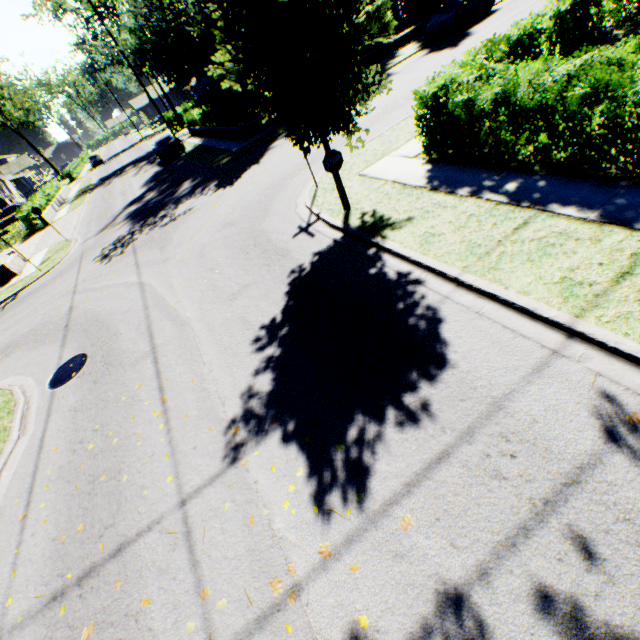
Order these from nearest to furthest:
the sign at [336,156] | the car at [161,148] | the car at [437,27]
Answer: the sign at [336,156]
the car at [437,27]
the car at [161,148]

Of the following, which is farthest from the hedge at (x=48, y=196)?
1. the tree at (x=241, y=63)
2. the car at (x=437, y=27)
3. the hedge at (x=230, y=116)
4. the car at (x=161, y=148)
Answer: the car at (x=437, y=27)

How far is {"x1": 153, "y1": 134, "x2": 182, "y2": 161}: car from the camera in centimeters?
2677cm

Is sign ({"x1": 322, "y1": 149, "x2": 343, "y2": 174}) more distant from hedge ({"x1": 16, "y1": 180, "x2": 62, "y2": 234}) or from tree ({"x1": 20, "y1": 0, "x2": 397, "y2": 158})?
hedge ({"x1": 16, "y1": 180, "x2": 62, "y2": 234})

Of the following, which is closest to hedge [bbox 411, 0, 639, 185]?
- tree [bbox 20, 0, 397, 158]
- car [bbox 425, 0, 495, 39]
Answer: tree [bbox 20, 0, 397, 158]

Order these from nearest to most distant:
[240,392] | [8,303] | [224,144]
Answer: [240,392] < [8,303] < [224,144]

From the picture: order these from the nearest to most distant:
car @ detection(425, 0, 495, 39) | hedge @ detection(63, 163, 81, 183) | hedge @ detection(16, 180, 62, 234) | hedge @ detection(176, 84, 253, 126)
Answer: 1. car @ detection(425, 0, 495, 39)
2. hedge @ detection(176, 84, 253, 126)
3. hedge @ detection(16, 180, 62, 234)
4. hedge @ detection(63, 163, 81, 183)

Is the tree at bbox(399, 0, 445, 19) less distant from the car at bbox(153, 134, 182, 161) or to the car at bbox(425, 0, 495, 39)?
the car at bbox(425, 0, 495, 39)
